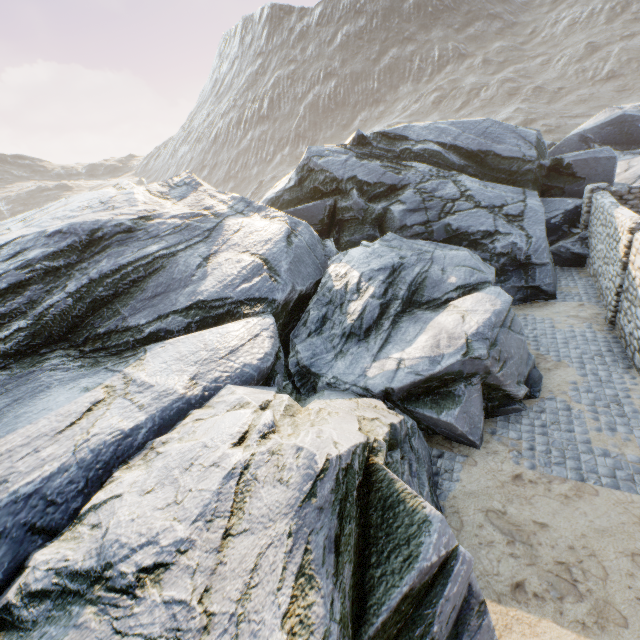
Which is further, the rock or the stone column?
the stone column

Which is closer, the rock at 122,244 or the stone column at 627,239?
the rock at 122,244

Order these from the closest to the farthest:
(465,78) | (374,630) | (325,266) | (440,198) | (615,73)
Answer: (374,630) < (325,266) < (440,198) < (615,73) < (465,78)
